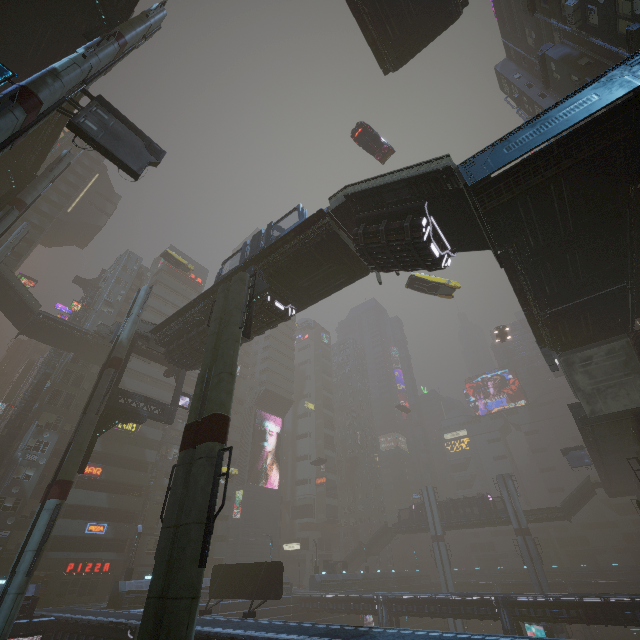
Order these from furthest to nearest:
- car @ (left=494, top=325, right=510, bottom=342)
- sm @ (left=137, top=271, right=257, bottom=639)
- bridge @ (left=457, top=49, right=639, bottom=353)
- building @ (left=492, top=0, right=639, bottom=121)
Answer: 1. car @ (left=494, top=325, right=510, bottom=342)
2. building @ (left=492, top=0, right=639, bottom=121)
3. bridge @ (left=457, top=49, right=639, bottom=353)
4. sm @ (left=137, top=271, right=257, bottom=639)

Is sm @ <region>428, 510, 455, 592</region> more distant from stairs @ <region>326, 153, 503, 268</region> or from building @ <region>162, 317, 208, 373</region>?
stairs @ <region>326, 153, 503, 268</region>

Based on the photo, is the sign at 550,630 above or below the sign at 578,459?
below

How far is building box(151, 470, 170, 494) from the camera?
47.3 meters

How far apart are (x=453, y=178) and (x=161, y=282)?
58.1 meters

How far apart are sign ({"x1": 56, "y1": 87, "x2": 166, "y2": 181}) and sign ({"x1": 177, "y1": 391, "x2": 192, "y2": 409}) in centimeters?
2031cm

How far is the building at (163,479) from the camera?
47.28m

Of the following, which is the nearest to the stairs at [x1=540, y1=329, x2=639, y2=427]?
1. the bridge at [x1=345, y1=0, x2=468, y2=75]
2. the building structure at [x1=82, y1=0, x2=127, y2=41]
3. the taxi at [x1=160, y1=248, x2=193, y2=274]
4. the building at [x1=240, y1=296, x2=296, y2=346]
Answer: the bridge at [x1=345, y1=0, x2=468, y2=75]
